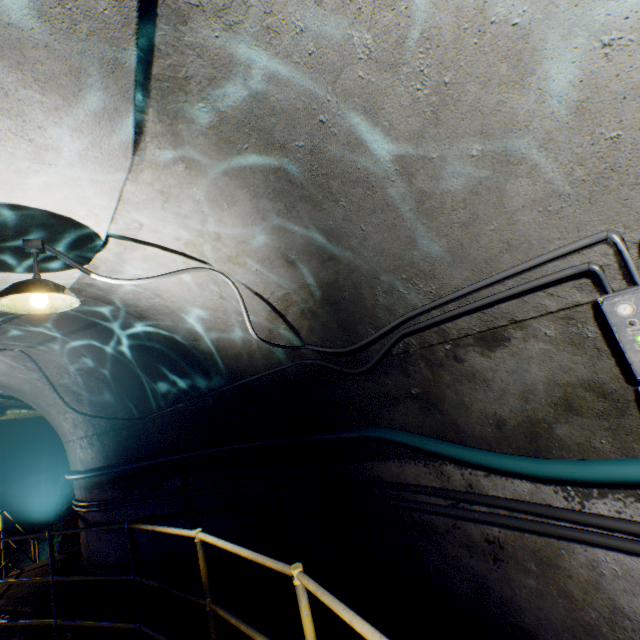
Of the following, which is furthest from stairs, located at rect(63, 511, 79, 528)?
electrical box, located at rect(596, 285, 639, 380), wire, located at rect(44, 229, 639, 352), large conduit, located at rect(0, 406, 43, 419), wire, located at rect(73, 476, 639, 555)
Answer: electrical box, located at rect(596, 285, 639, 380)

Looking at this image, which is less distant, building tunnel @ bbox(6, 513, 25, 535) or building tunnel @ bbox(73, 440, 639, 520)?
building tunnel @ bbox(73, 440, 639, 520)

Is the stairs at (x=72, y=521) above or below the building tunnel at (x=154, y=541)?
below

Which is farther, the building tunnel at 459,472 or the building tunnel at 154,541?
the building tunnel at 154,541

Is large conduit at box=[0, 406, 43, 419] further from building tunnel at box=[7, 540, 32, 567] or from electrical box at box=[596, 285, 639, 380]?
electrical box at box=[596, 285, 639, 380]

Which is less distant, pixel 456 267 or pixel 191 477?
pixel 456 267

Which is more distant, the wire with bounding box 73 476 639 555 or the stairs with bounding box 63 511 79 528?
the stairs with bounding box 63 511 79 528

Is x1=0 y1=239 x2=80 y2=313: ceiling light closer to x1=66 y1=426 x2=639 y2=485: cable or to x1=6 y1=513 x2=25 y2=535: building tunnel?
x1=6 y1=513 x2=25 y2=535: building tunnel
